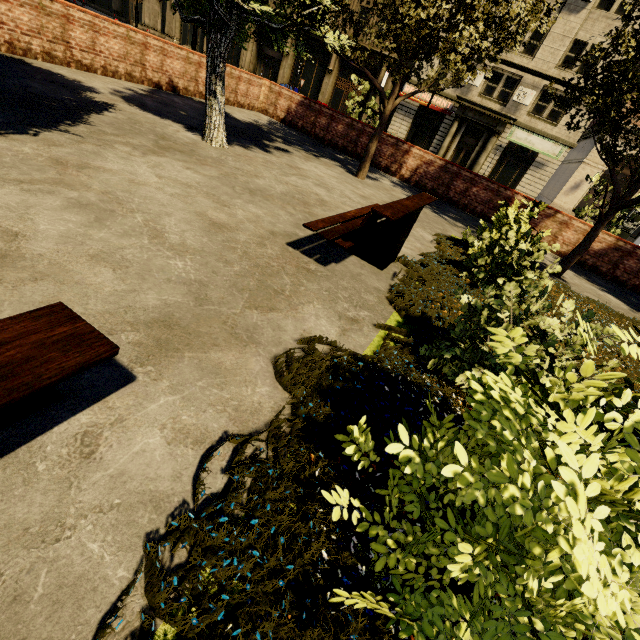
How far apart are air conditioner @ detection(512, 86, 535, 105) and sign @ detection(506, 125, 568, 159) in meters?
1.3 m

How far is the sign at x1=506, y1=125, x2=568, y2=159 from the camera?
24.5m

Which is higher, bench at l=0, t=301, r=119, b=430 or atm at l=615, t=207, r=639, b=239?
atm at l=615, t=207, r=639, b=239

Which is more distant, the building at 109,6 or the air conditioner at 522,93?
the building at 109,6

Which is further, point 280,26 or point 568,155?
point 568,155

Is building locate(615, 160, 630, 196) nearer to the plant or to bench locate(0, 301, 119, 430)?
bench locate(0, 301, 119, 430)

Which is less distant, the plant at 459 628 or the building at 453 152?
the plant at 459 628

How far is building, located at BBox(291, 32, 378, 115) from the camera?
29.4m
